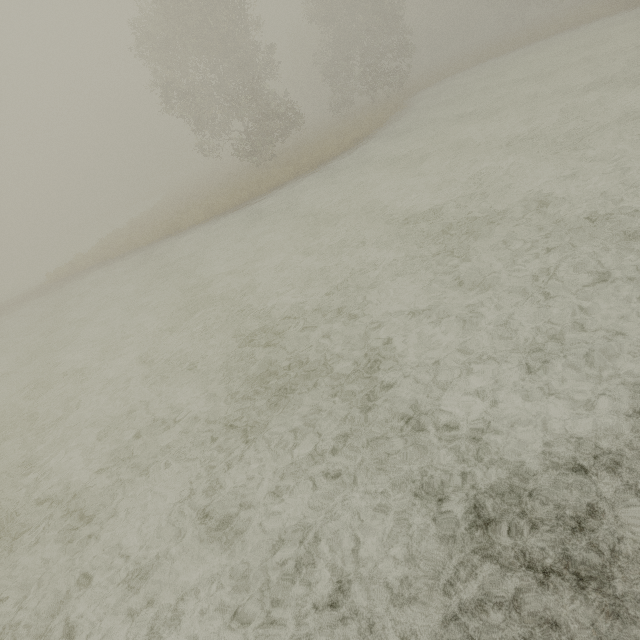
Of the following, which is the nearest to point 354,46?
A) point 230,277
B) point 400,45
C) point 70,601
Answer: point 400,45
